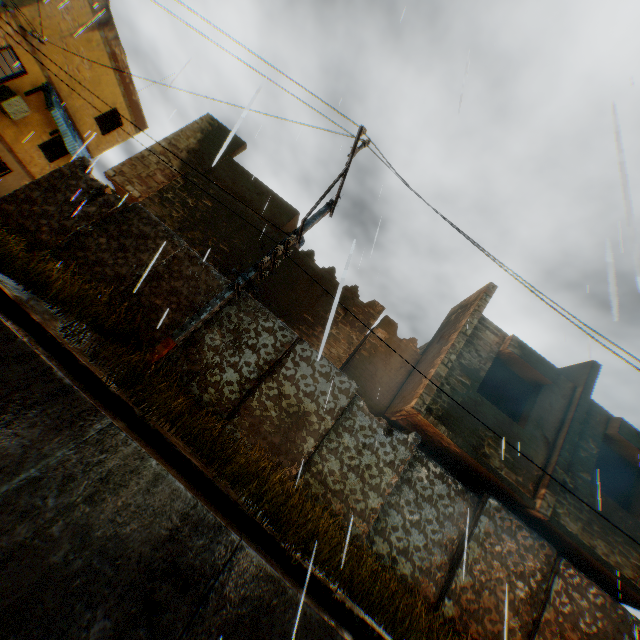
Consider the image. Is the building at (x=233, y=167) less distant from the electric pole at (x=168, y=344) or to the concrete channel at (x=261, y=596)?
the concrete channel at (x=261, y=596)

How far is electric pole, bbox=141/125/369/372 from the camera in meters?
6.0

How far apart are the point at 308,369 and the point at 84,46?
19.14m

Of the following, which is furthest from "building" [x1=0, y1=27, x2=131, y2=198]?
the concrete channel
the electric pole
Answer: the electric pole

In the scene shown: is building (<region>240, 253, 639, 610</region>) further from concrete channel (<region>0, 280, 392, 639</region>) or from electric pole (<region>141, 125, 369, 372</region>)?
electric pole (<region>141, 125, 369, 372</region>)

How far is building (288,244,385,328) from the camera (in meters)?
11.08
